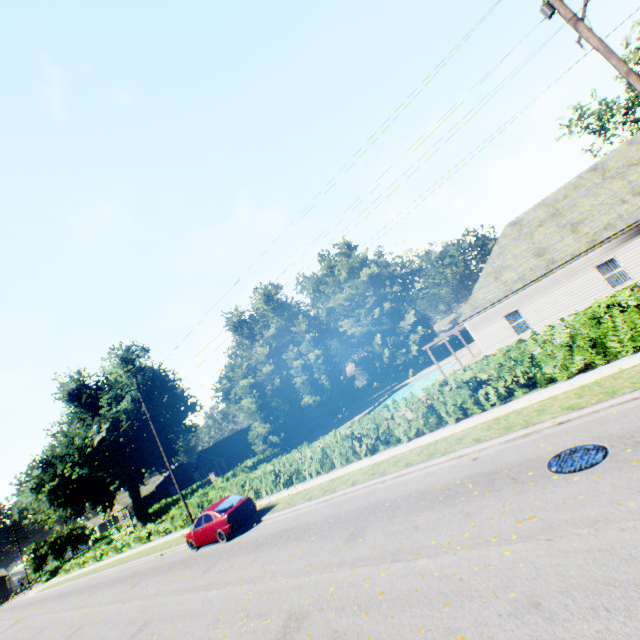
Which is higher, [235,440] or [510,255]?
[510,255]

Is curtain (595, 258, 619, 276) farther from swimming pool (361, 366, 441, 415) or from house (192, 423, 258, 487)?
house (192, 423, 258, 487)

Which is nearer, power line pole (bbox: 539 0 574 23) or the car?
power line pole (bbox: 539 0 574 23)

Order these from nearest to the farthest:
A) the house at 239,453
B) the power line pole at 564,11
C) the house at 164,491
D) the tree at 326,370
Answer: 1. the power line pole at 564,11
2. the tree at 326,370
3. the house at 239,453
4. the house at 164,491

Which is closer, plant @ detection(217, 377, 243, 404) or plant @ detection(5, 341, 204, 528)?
plant @ detection(5, 341, 204, 528)

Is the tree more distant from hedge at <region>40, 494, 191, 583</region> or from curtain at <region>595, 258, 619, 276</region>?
curtain at <region>595, 258, 619, 276</region>

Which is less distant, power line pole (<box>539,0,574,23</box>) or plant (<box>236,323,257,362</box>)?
power line pole (<box>539,0,574,23</box>)

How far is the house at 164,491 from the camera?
56.5m
